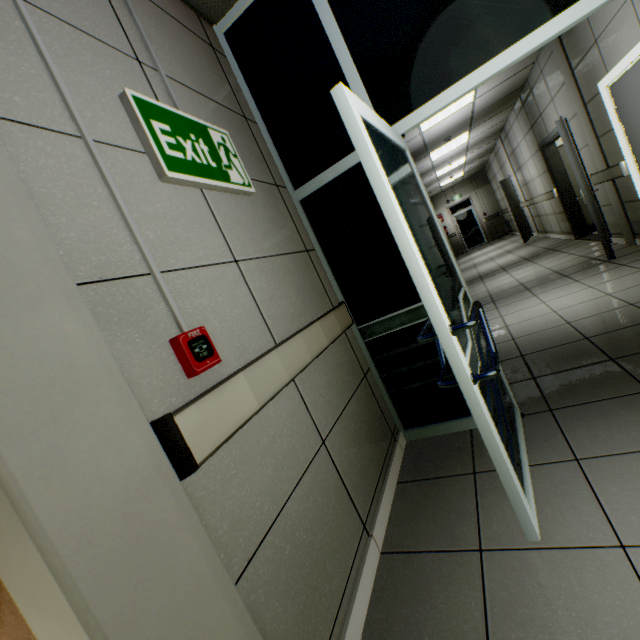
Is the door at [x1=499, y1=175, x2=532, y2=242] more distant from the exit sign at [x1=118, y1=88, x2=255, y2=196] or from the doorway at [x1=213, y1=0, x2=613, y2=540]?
the exit sign at [x1=118, y1=88, x2=255, y2=196]

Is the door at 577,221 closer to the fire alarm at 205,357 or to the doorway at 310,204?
the doorway at 310,204

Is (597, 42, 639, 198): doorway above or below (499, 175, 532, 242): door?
above

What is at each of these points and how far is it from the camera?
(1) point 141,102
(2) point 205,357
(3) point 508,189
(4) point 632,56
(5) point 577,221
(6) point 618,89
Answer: (1) exit sign, 1.28m
(2) fire alarm, 1.08m
(3) door, 10.04m
(4) doorway, 3.22m
(5) door, 6.75m
(6) door, 3.65m

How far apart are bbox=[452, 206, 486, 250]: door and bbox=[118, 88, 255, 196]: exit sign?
16.75m

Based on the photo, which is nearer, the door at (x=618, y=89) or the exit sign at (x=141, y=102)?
the exit sign at (x=141, y=102)

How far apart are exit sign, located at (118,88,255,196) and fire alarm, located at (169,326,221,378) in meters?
0.7

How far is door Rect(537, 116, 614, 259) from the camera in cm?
430
